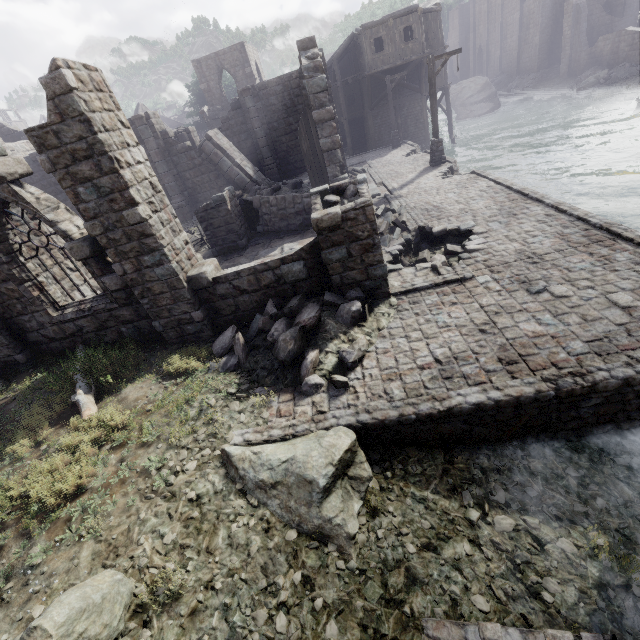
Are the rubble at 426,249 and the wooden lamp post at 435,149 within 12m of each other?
yes

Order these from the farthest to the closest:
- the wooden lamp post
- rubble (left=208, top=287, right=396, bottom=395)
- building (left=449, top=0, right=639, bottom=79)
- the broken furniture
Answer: building (left=449, top=0, right=639, bottom=79)
the wooden lamp post
the broken furniture
rubble (left=208, top=287, right=396, bottom=395)

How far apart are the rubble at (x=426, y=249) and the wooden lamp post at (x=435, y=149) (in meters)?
9.97

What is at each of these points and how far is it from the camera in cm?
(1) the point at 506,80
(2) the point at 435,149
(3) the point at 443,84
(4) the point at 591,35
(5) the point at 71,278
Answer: (1) rubble, 4584
(2) wooden lamp post, 1712
(3) building, 2873
(4) building, 3516
(5) building, 833

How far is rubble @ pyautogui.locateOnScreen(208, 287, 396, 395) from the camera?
6.2m

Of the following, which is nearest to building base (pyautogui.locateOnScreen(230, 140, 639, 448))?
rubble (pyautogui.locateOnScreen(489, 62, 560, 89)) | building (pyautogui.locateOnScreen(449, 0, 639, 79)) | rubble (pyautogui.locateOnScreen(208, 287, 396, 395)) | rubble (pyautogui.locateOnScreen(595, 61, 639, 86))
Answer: rubble (pyautogui.locateOnScreen(208, 287, 396, 395))

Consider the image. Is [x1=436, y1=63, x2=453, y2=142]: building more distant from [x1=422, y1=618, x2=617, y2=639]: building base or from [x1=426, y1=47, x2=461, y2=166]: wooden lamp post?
[x1=426, y1=47, x2=461, y2=166]: wooden lamp post

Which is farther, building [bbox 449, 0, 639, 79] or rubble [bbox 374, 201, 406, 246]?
building [bbox 449, 0, 639, 79]
